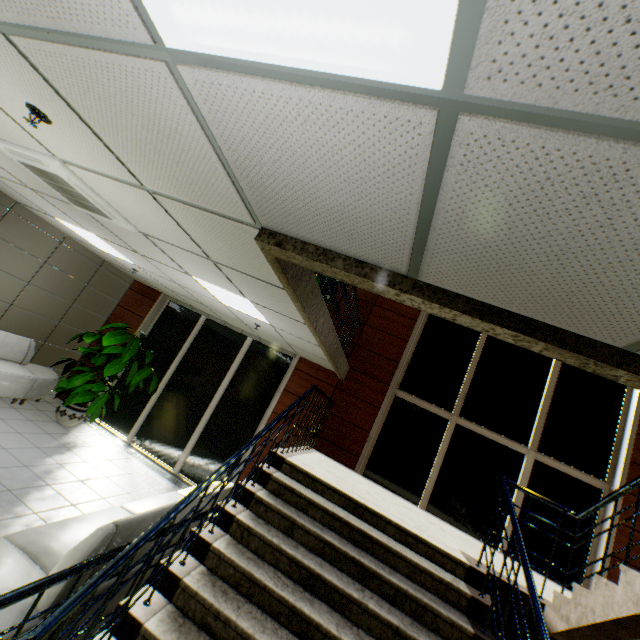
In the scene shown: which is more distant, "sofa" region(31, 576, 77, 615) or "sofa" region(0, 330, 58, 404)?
"sofa" region(0, 330, 58, 404)

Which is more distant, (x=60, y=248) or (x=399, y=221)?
(x=60, y=248)

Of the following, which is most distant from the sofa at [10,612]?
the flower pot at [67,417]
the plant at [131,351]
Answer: the flower pot at [67,417]

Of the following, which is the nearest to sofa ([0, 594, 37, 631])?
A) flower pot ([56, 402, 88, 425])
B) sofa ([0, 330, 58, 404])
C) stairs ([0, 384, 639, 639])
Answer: stairs ([0, 384, 639, 639])

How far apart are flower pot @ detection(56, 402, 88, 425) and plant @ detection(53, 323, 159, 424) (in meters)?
1.01

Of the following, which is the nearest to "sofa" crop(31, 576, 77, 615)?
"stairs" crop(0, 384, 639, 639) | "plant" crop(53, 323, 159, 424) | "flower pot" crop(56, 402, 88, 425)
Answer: "stairs" crop(0, 384, 639, 639)

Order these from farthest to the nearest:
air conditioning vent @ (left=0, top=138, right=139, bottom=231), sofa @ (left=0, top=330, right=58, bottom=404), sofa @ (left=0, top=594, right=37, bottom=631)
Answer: sofa @ (left=0, top=330, right=58, bottom=404) < air conditioning vent @ (left=0, top=138, right=139, bottom=231) < sofa @ (left=0, top=594, right=37, bottom=631)

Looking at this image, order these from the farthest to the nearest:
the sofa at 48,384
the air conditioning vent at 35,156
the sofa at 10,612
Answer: the sofa at 48,384 < the air conditioning vent at 35,156 < the sofa at 10,612
